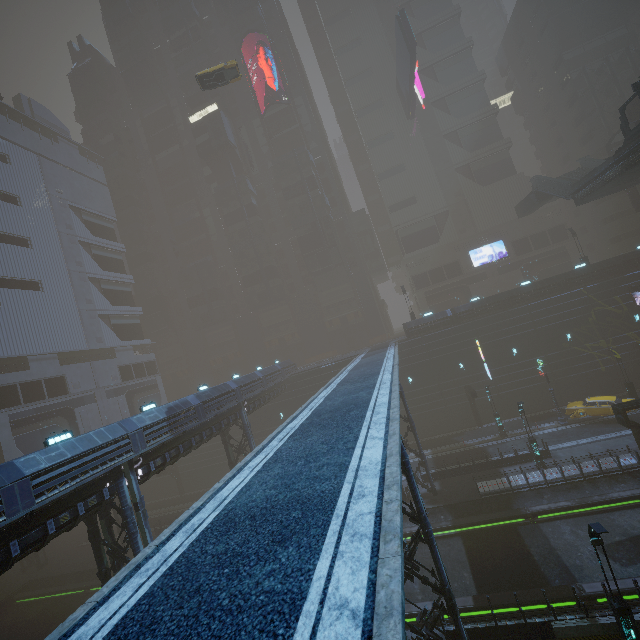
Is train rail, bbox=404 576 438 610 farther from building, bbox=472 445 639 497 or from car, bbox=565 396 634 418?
car, bbox=565 396 634 418

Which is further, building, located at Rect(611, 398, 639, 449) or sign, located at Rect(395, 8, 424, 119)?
sign, located at Rect(395, 8, 424, 119)

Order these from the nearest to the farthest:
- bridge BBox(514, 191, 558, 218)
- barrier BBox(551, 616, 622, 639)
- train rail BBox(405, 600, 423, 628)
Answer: barrier BBox(551, 616, 622, 639), train rail BBox(405, 600, 423, 628), bridge BBox(514, 191, 558, 218)

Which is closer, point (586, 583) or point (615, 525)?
point (586, 583)

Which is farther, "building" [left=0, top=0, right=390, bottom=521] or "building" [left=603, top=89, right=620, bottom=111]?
"building" [left=603, top=89, right=620, bottom=111]

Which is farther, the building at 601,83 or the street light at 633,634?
the building at 601,83

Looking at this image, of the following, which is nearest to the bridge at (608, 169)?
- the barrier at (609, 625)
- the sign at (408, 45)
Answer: the sign at (408, 45)

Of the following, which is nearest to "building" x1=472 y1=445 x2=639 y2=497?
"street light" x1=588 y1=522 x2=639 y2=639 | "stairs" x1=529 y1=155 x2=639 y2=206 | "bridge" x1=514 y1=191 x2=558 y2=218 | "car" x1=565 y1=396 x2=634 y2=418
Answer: "street light" x1=588 y1=522 x2=639 y2=639
